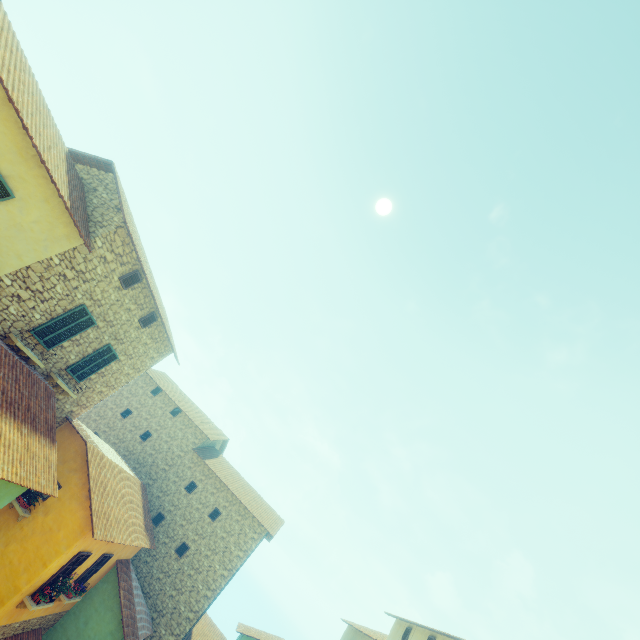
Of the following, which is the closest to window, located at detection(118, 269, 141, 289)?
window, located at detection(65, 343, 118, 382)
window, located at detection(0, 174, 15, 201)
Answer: window, located at detection(65, 343, 118, 382)

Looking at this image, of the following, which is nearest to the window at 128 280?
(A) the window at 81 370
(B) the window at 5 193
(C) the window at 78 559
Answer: (A) the window at 81 370

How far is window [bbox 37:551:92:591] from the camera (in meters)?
11.54

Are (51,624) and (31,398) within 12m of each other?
no

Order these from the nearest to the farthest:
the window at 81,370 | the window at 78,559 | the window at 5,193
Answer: the window at 5,193
the window at 78,559
the window at 81,370

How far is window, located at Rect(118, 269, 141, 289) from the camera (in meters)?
11.56

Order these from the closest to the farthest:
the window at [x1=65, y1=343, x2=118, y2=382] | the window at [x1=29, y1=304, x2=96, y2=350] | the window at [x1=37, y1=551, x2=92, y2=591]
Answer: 1. the window at [x1=29, y1=304, x2=96, y2=350]
2. the window at [x1=37, y1=551, x2=92, y2=591]
3. the window at [x1=65, y1=343, x2=118, y2=382]

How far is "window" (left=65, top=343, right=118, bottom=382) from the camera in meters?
12.3 m
